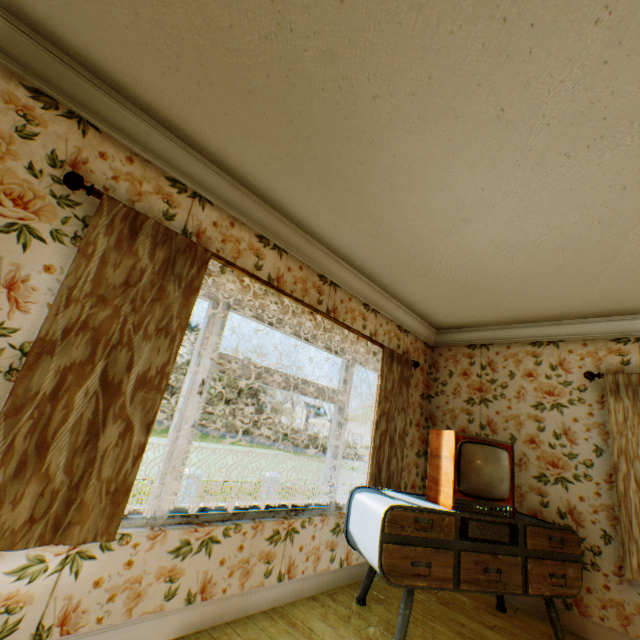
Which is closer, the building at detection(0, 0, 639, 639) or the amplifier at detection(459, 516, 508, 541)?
the building at detection(0, 0, 639, 639)

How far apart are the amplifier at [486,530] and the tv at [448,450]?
0.1 meters

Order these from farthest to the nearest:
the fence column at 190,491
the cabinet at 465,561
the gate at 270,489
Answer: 1. the gate at 270,489
2. the fence column at 190,491
3. the cabinet at 465,561

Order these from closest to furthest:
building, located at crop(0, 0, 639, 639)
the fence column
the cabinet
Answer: building, located at crop(0, 0, 639, 639)
the cabinet
the fence column

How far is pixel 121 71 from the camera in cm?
191

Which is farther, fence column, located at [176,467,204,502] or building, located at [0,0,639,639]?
fence column, located at [176,467,204,502]

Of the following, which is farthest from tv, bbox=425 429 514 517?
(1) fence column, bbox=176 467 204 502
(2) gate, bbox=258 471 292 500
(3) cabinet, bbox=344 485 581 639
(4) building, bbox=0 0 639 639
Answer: (2) gate, bbox=258 471 292 500

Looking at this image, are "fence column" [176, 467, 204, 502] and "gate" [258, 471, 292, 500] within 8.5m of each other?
yes
